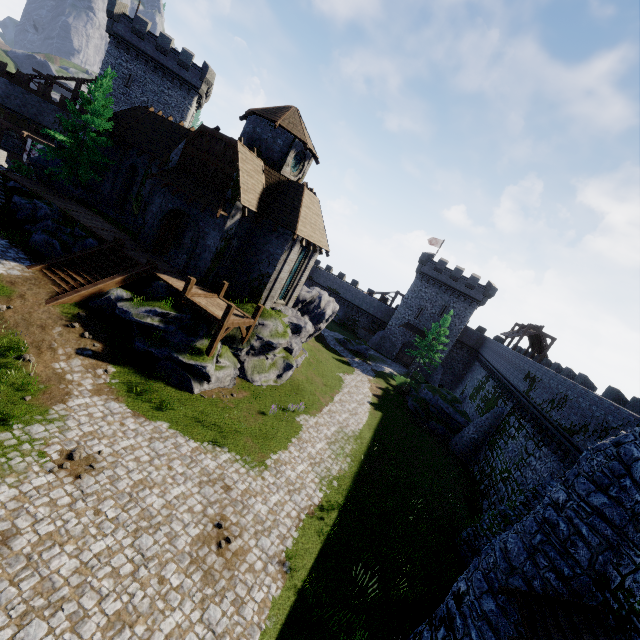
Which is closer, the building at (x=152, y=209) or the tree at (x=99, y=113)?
the building at (x=152, y=209)

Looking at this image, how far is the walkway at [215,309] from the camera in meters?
17.2

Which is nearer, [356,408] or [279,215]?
[279,215]

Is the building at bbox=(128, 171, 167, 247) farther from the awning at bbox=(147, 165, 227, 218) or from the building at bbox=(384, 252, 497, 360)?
the building at bbox=(384, 252, 497, 360)

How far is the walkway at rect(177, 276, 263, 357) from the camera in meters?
17.2

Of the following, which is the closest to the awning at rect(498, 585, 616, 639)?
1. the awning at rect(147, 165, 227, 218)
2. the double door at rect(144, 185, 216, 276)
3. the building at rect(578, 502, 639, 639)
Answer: the building at rect(578, 502, 639, 639)

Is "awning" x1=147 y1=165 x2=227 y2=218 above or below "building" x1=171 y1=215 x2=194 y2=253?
above

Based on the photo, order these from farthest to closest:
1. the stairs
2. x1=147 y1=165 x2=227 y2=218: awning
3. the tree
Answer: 1. the tree
2. x1=147 y1=165 x2=227 y2=218: awning
3. the stairs
